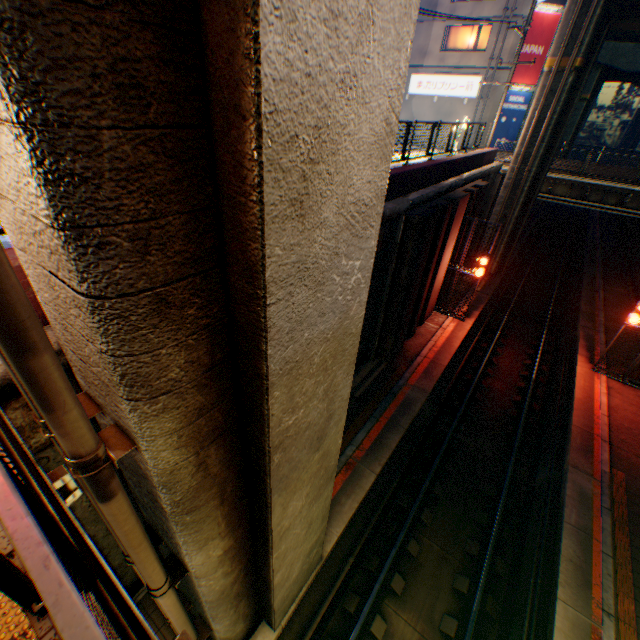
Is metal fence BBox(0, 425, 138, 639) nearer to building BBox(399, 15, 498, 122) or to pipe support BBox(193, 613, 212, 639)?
pipe support BBox(193, 613, 212, 639)

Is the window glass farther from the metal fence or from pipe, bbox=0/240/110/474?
pipe, bbox=0/240/110/474

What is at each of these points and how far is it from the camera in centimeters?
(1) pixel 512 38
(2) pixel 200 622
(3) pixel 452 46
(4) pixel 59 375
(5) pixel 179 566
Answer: (1) building, 2406cm
(2) pipe support, 538cm
(3) window glass, 2677cm
(4) pipe, 191cm
(5) pipe support, 395cm

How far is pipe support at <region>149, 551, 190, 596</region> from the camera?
3.8m

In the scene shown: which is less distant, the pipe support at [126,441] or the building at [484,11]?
the pipe support at [126,441]

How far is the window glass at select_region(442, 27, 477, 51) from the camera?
25.80m

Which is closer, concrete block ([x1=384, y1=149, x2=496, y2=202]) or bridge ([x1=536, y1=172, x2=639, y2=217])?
concrete block ([x1=384, y1=149, x2=496, y2=202])

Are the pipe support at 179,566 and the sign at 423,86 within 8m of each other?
no
